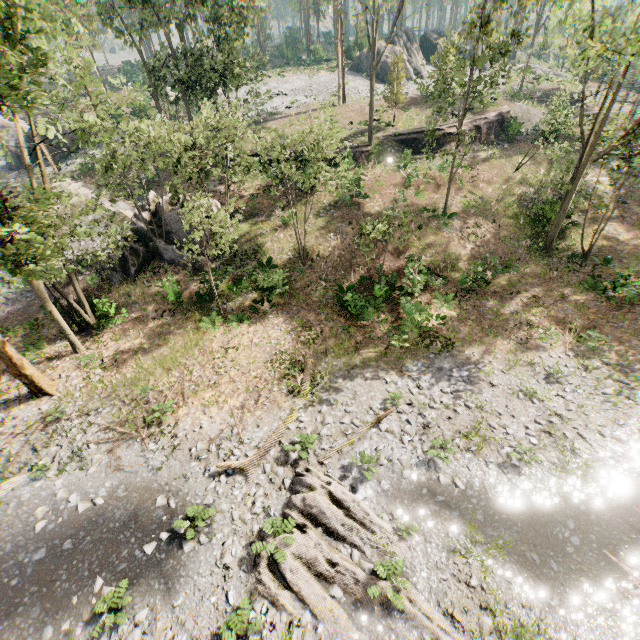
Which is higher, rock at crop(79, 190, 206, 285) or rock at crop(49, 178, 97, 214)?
rock at crop(49, 178, 97, 214)

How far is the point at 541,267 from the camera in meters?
21.9

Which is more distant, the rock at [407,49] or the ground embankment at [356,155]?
the rock at [407,49]

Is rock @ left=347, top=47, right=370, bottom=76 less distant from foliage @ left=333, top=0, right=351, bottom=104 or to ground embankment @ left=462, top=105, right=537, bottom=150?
foliage @ left=333, top=0, right=351, bottom=104

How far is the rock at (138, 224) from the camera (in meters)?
22.59

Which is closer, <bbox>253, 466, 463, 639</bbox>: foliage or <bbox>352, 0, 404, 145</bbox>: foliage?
<bbox>253, 466, 463, 639</bbox>: foliage

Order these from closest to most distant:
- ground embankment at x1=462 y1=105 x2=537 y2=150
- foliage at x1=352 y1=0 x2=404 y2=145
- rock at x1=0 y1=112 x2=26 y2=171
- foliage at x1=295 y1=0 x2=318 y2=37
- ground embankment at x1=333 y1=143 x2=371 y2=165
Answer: foliage at x1=352 y1=0 x2=404 y2=145 < ground embankment at x1=333 y1=143 x2=371 y2=165 < ground embankment at x1=462 y1=105 x2=537 y2=150 < rock at x1=0 y1=112 x2=26 y2=171 < foliage at x1=295 y1=0 x2=318 y2=37

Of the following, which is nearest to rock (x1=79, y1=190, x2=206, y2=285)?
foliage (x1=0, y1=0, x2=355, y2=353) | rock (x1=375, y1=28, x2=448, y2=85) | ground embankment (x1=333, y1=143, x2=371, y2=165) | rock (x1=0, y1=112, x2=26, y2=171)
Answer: ground embankment (x1=333, y1=143, x2=371, y2=165)
